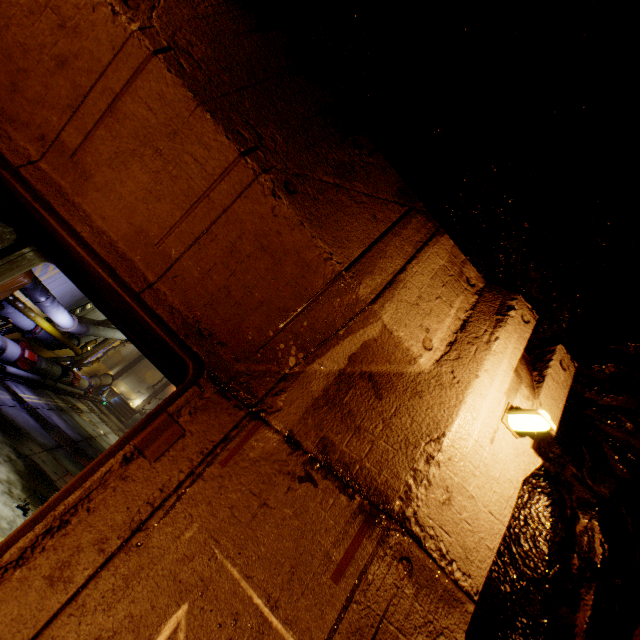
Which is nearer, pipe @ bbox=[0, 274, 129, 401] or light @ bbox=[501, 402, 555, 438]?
light @ bbox=[501, 402, 555, 438]

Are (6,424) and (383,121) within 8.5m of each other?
no

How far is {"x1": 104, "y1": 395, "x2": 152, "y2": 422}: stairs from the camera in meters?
24.8 m

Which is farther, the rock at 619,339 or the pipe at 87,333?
the pipe at 87,333

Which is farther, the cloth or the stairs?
the stairs

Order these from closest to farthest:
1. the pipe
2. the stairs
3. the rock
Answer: the rock < the pipe < the stairs

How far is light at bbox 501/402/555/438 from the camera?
1.5m

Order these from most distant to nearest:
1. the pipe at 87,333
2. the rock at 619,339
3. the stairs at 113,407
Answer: the stairs at 113,407
the pipe at 87,333
the rock at 619,339
